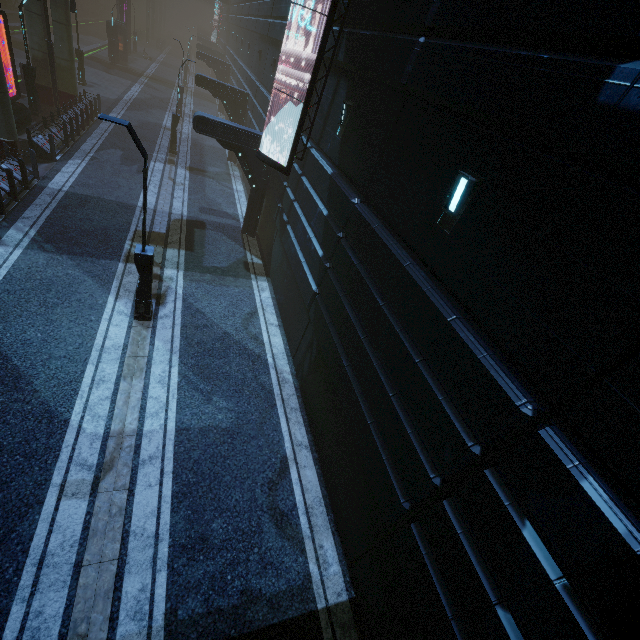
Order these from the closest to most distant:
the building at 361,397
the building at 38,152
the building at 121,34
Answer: the building at 361,397 < the building at 38,152 < the building at 121,34

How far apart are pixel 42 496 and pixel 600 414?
9.1 meters

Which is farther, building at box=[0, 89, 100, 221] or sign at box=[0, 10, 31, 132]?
sign at box=[0, 10, 31, 132]

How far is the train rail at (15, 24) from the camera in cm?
2940

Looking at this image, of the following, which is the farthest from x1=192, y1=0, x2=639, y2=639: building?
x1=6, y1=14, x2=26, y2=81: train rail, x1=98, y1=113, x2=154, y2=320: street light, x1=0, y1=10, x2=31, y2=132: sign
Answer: x1=98, y1=113, x2=154, y2=320: street light

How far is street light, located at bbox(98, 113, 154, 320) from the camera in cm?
710

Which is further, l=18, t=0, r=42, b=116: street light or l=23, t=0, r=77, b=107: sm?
l=23, t=0, r=77, b=107: sm

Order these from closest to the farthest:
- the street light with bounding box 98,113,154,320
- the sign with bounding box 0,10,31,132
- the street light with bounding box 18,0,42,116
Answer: the street light with bounding box 98,113,154,320
the sign with bounding box 0,10,31,132
the street light with bounding box 18,0,42,116
